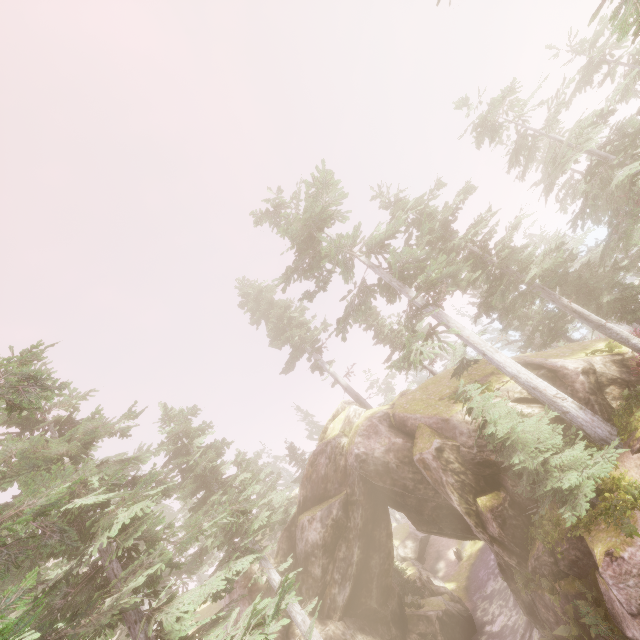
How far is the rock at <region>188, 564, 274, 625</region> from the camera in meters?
20.1 m

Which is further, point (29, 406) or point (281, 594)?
point (281, 594)

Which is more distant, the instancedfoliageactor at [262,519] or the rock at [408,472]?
the rock at [408,472]

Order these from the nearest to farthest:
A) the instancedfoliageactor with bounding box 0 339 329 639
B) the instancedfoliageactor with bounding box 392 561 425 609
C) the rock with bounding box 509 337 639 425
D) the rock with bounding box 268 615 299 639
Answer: the instancedfoliageactor with bounding box 0 339 329 639 < the rock with bounding box 509 337 639 425 < the rock with bounding box 268 615 299 639 < the instancedfoliageactor with bounding box 392 561 425 609

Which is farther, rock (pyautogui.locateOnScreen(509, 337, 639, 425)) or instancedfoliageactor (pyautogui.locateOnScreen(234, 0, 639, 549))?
rock (pyautogui.locateOnScreen(509, 337, 639, 425))

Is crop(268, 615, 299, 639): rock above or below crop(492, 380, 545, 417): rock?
above
